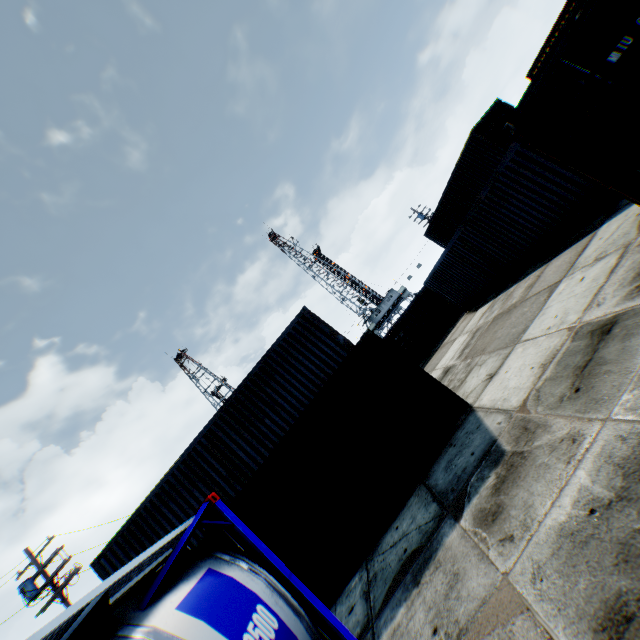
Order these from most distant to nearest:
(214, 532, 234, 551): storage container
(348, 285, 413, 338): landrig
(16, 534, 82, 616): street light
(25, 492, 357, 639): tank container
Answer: (348, 285, 413, 338): landrig → (16, 534, 82, 616): street light → (214, 532, 234, 551): storage container → (25, 492, 357, 639): tank container

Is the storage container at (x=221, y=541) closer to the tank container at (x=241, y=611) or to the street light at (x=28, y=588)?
the tank container at (x=241, y=611)

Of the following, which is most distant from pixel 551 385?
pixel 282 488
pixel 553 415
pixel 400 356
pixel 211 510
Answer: pixel 282 488

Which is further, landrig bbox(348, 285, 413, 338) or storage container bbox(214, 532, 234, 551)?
landrig bbox(348, 285, 413, 338)

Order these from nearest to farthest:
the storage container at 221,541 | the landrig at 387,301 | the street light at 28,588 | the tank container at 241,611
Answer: the tank container at 241,611 → the storage container at 221,541 → the street light at 28,588 → the landrig at 387,301

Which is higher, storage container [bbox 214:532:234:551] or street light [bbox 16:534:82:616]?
street light [bbox 16:534:82:616]

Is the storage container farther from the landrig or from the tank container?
the landrig
